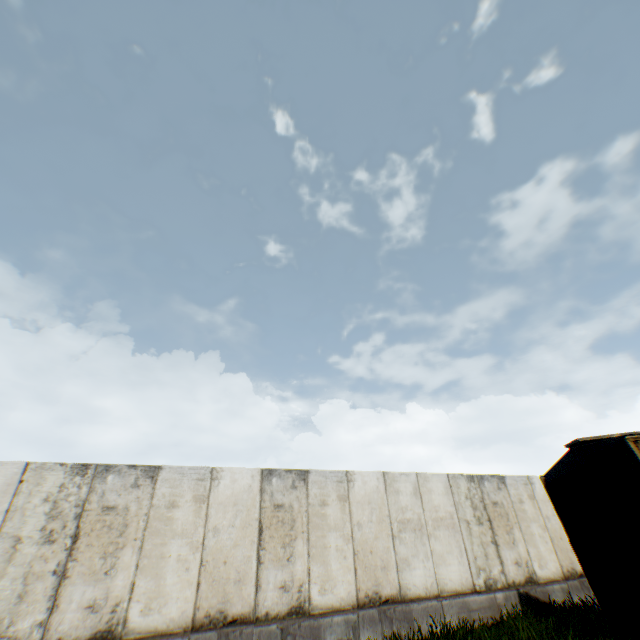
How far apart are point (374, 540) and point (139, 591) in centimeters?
544cm
